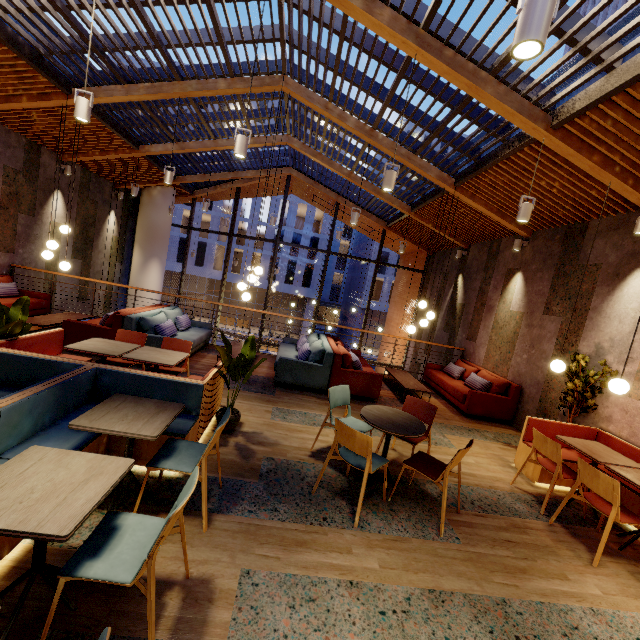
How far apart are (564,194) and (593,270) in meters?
1.4

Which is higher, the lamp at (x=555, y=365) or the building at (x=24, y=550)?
the lamp at (x=555, y=365)

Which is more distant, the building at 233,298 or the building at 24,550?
the building at 233,298

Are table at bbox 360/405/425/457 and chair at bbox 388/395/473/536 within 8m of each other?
yes

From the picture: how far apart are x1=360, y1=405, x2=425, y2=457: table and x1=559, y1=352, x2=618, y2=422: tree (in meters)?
3.00

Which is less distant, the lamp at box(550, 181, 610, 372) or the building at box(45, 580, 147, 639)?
the building at box(45, 580, 147, 639)

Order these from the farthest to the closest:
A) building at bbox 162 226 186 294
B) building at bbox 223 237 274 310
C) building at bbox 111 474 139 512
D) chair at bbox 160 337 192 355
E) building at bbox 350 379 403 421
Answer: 1. building at bbox 223 237 274 310
2. building at bbox 162 226 186 294
3. building at bbox 350 379 403 421
4. chair at bbox 160 337 192 355
5. building at bbox 111 474 139 512

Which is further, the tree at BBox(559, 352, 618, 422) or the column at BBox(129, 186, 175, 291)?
the column at BBox(129, 186, 175, 291)
